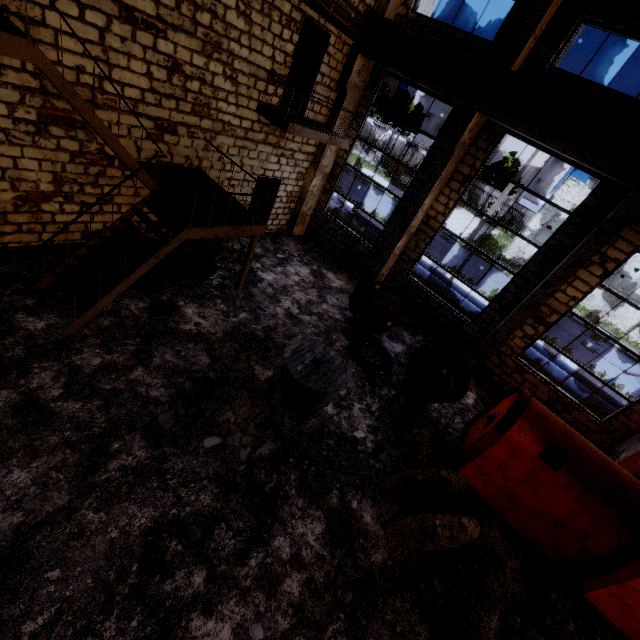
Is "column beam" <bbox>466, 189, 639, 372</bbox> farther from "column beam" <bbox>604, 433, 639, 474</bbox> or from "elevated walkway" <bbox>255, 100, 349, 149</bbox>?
"elevated walkway" <bbox>255, 100, 349, 149</bbox>

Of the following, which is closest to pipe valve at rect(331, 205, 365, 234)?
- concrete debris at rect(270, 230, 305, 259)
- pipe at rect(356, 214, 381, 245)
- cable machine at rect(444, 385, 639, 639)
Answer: pipe at rect(356, 214, 381, 245)

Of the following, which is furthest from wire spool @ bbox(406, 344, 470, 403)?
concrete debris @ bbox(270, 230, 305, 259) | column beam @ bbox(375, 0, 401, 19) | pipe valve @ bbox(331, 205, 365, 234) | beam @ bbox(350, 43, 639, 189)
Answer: column beam @ bbox(375, 0, 401, 19)

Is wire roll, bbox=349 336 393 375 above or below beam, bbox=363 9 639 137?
below

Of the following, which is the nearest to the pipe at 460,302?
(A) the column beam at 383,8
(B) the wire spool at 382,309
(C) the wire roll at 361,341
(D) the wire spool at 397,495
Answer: (B) the wire spool at 382,309

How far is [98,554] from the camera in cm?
407

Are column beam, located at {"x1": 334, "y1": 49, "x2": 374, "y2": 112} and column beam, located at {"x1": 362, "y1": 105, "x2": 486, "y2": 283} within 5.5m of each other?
yes

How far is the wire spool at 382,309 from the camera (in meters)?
9.66
